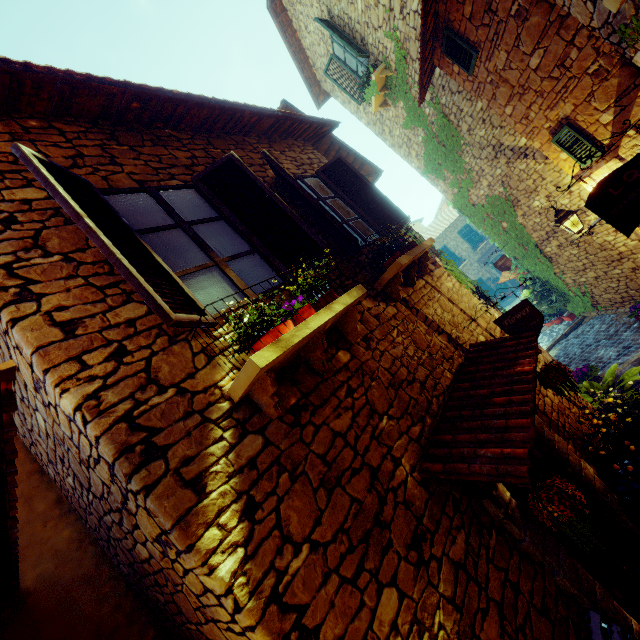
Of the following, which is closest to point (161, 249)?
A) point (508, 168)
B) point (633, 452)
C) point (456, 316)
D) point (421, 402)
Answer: point (421, 402)

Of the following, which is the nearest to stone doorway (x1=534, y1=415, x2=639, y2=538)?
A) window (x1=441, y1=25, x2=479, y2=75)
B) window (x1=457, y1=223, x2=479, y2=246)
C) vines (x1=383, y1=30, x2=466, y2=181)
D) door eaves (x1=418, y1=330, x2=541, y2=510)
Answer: door eaves (x1=418, y1=330, x2=541, y2=510)

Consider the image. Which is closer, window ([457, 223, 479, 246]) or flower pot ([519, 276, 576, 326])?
flower pot ([519, 276, 576, 326])

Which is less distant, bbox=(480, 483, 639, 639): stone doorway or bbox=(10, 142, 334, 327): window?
bbox=(10, 142, 334, 327): window

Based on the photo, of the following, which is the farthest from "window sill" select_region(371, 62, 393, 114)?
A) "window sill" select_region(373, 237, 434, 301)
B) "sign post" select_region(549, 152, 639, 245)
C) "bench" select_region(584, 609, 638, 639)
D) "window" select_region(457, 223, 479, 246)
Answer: "window" select_region(457, 223, 479, 246)

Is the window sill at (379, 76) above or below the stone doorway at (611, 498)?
above

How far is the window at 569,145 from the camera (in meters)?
4.86

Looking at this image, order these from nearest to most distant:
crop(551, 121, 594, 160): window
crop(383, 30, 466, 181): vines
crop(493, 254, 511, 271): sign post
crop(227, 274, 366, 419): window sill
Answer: Result: crop(227, 274, 366, 419): window sill → crop(551, 121, 594, 160): window → crop(383, 30, 466, 181): vines → crop(493, 254, 511, 271): sign post
